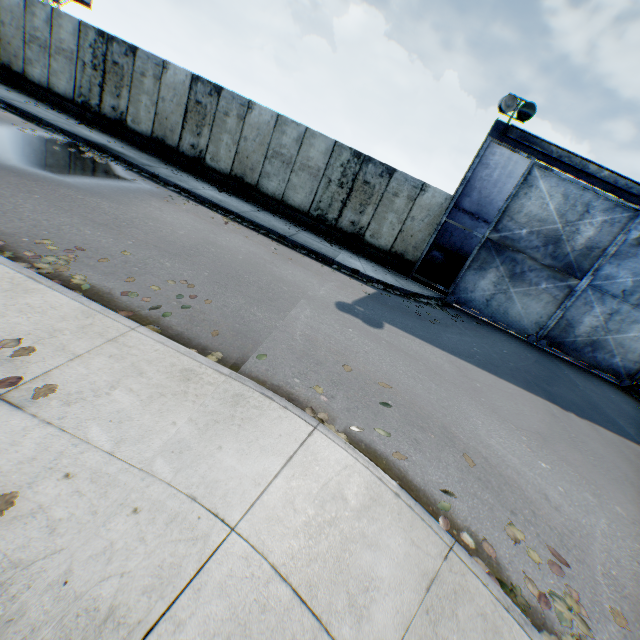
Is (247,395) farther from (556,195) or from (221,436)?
(556,195)

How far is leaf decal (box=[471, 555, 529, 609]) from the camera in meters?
2.9 m

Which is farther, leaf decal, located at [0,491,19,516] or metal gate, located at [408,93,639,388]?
metal gate, located at [408,93,639,388]

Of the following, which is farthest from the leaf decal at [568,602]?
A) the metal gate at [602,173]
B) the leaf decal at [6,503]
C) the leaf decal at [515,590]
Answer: the metal gate at [602,173]

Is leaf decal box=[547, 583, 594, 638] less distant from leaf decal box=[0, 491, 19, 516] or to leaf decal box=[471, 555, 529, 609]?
leaf decal box=[471, 555, 529, 609]

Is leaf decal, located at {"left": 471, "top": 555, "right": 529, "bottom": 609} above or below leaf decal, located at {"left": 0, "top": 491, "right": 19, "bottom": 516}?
below

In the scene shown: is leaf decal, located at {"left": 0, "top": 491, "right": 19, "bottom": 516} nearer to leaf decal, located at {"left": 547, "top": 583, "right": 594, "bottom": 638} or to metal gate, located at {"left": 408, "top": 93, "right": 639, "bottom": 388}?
leaf decal, located at {"left": 547, "top": 583, "right": 594, "bottom": 638}

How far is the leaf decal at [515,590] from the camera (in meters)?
2.85
